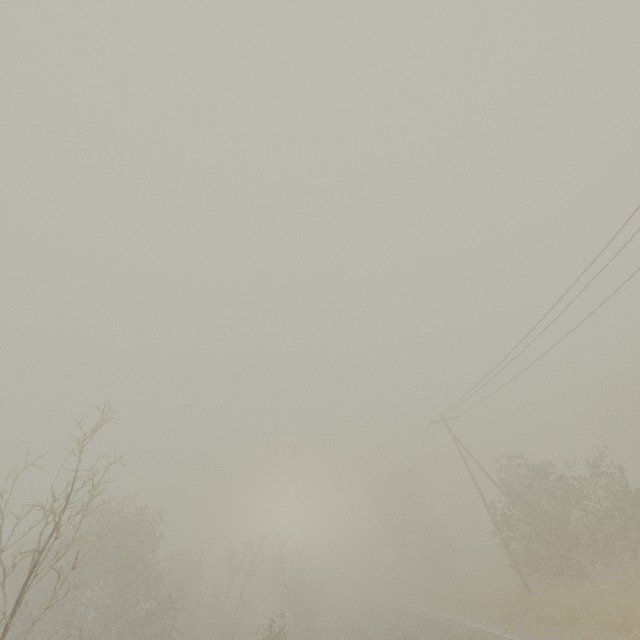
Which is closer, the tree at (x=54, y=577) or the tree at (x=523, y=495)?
the tree at (x=54, y=577)

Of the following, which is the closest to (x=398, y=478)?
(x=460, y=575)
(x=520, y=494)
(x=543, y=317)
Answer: (x=460, y=575)

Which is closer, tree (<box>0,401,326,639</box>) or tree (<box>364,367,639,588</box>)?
tree (<box>0,401,326,639</box>)
